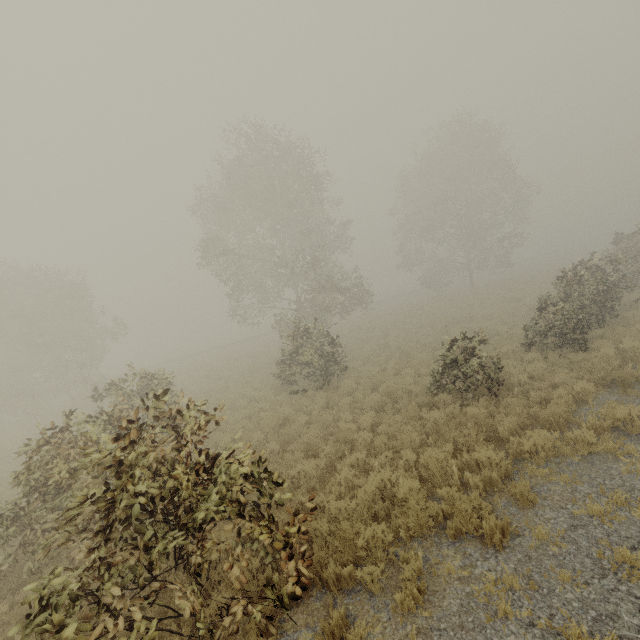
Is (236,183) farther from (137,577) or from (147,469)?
(137,577)

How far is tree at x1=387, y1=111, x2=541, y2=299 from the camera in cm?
3131

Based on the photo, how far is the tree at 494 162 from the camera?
31.3 meters

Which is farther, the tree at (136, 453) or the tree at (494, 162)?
the tree at (494, 162)

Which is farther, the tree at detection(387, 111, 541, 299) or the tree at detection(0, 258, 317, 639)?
the tree at detection(387, 111, 541, 299)
